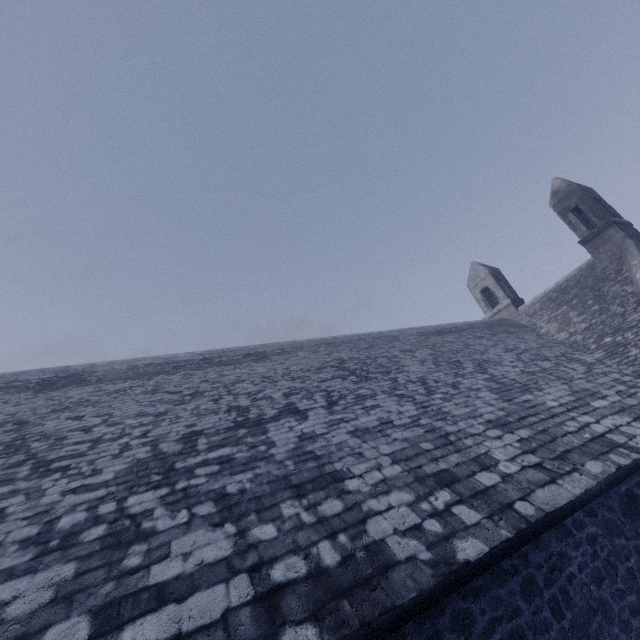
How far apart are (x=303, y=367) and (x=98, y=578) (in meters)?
6.77
